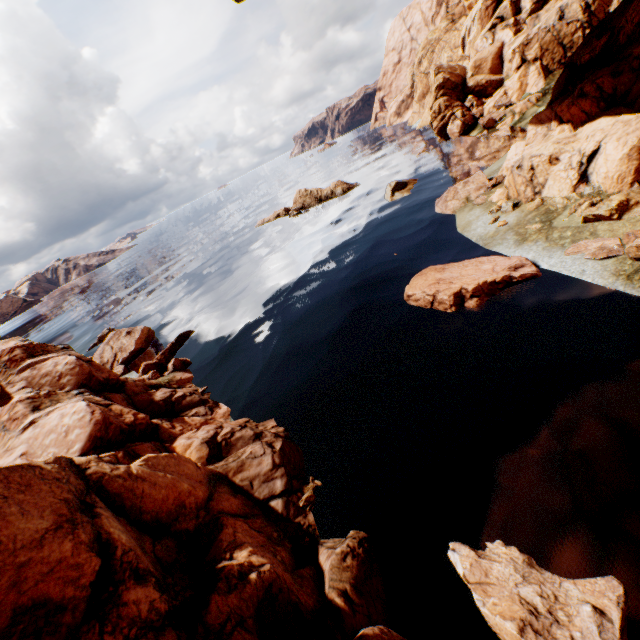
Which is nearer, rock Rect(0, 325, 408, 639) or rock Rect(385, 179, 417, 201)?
rock Rect(0, 325, 408, 639)

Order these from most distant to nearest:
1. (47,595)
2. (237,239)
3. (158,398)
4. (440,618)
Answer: (237,239) → (158,398) → (440,618) → (47,595)

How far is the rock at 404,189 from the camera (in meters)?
30.42

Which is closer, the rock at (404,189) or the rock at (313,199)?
the rock at (404,189)

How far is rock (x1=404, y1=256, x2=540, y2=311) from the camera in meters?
12.8 m
